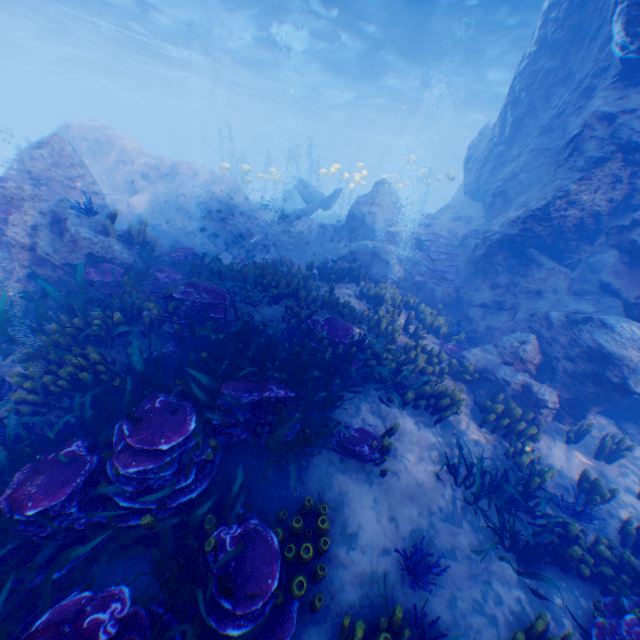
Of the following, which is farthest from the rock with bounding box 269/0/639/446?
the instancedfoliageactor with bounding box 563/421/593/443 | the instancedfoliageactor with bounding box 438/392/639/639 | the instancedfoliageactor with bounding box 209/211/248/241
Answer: the instancedfoliageactor with bounding box 438/392/639/639

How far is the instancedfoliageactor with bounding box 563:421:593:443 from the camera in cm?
725

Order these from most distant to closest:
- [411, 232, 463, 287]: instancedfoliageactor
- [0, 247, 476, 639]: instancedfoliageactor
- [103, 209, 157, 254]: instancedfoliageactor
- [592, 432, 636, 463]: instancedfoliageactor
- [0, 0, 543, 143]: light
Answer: [0, 0, 543, 143]: light < [411, 232, 463, 287]: instancedfoliageactor < [103, 209, 157, 254]: instancedfoliageactor < [592, 432, 636, 463]: instancedfoliageactor < [0, 247, 476, 639]: instancedfoliageactor

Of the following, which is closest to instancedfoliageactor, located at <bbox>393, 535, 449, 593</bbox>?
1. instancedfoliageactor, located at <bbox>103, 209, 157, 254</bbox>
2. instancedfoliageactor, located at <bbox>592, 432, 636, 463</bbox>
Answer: instancedfoliageactor, located at <bbox>592, 432, 636, 463</bbox>

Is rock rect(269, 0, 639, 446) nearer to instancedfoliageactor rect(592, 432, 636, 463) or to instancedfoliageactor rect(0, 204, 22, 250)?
instancedfoliageactor rect(0, 204, 22, 250)

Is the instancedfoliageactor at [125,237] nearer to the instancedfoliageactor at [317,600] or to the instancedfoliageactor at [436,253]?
the instancedfoliageactor at [317,600]

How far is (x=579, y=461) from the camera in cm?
718

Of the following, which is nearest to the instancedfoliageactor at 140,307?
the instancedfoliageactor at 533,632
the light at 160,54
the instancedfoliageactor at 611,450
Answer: the instancedfoliageactor at 533,632
